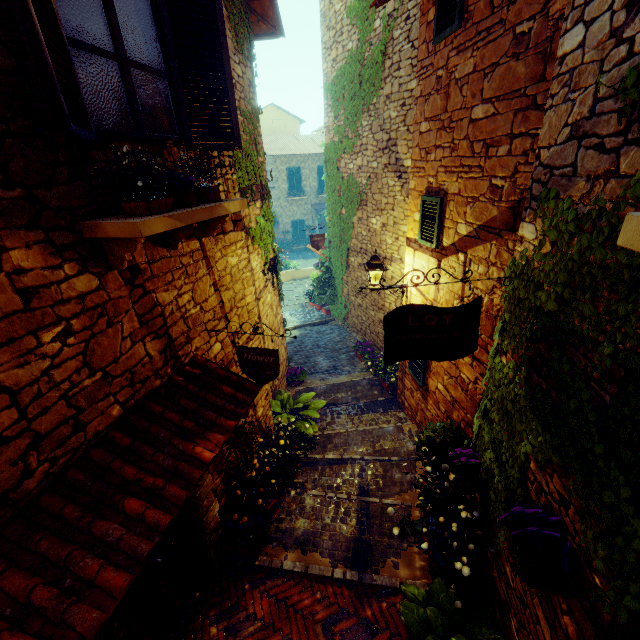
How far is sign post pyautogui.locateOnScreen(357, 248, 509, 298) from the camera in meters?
2.9 m

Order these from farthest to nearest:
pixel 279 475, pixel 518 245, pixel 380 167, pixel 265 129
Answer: pixel 265 129, pixel 380 167, pixel 279 475, pixel 518 245

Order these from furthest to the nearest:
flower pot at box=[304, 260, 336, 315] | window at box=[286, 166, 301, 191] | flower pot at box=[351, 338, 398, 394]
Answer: window at box=[286, 166, 301, 191] → flower pot at box=[304, 260, 336, 315] → flower pot at box=[351, 338, 398, 394]

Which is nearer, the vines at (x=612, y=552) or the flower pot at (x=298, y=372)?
the vines at (x=612, y=552)

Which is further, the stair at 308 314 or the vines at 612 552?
the stair at 308 314

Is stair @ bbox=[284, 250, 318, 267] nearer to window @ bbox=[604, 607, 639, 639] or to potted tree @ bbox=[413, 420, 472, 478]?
potted tree @ bbox=[413, 420, 472, 478]

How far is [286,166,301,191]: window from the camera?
23.6m

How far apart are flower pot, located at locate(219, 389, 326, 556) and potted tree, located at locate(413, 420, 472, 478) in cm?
196
